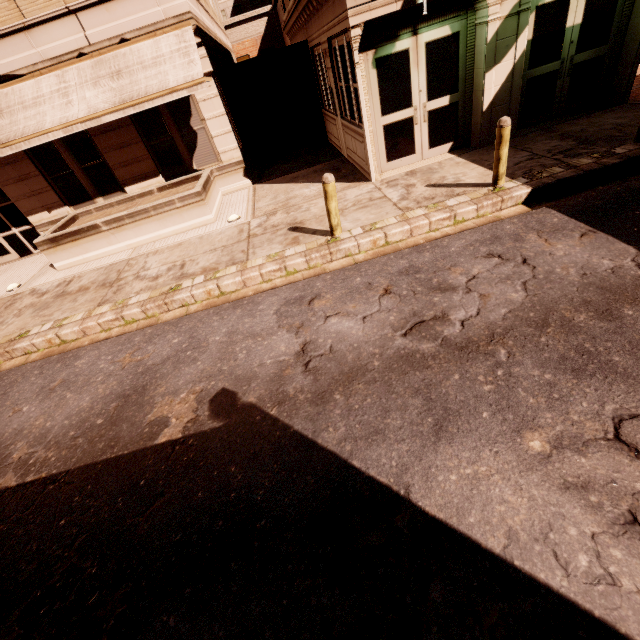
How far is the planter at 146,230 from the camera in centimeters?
902cm

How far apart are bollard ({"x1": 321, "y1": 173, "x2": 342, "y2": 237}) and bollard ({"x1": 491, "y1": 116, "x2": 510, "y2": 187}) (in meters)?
3.17

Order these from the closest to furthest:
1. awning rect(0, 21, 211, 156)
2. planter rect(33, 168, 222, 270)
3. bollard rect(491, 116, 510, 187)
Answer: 1. bollard rect(491, 116, 510, 187)
2. awning rect(0, 21, 211, 156)
3. planter rect(33, 168, 222, 270)

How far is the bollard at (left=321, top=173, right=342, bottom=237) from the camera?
6.0m

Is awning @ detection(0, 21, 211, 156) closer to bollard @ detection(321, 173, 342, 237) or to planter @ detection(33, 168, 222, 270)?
planter @ detection(33, 168, 222, 270)

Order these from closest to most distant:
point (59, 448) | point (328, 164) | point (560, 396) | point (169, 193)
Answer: point (560, 396) → point (59, 448) → point (169, 193) → point (328, 164)

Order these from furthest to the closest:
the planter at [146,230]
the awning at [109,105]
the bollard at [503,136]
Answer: the planter at [146,230]
the awning at [109,105]
the bollard at [503,136]

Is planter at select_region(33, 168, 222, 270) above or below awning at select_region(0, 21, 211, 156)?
below
